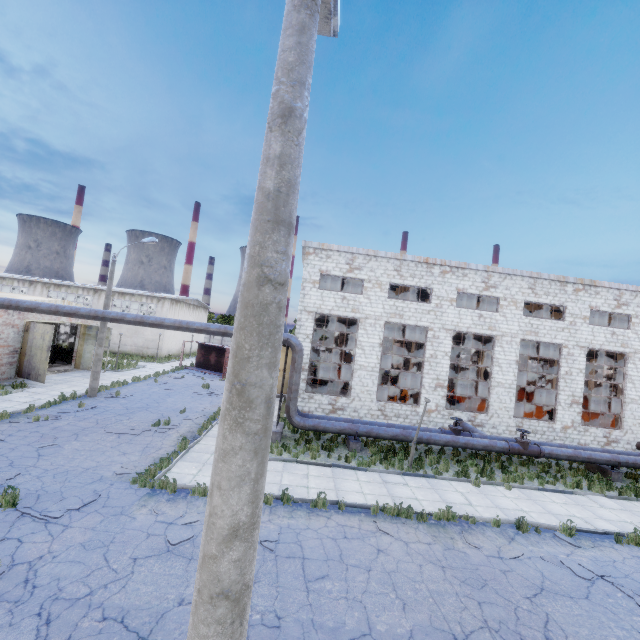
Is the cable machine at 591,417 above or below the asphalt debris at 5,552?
above

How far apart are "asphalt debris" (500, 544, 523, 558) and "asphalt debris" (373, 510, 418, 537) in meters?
1.2

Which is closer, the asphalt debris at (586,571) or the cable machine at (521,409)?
the asphalt debris at (586,571)

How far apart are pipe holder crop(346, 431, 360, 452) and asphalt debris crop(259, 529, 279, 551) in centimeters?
752cm

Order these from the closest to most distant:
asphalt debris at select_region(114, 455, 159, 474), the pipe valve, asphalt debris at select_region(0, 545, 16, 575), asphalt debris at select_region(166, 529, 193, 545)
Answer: asphalt debris at select_region(0, 545, 16, 575), asphalt debris at select_region(166, 529, 193, 545), asphalt debris at select_region(114, 455, 159, 474), the pipe valve

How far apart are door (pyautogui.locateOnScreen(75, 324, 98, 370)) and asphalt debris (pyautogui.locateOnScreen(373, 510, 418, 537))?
26.2 meters

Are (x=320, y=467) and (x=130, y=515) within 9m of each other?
yes

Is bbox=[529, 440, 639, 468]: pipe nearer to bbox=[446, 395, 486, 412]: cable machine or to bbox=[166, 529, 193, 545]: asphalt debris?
bbox=[446, 395, 486, 412]: cable machine
